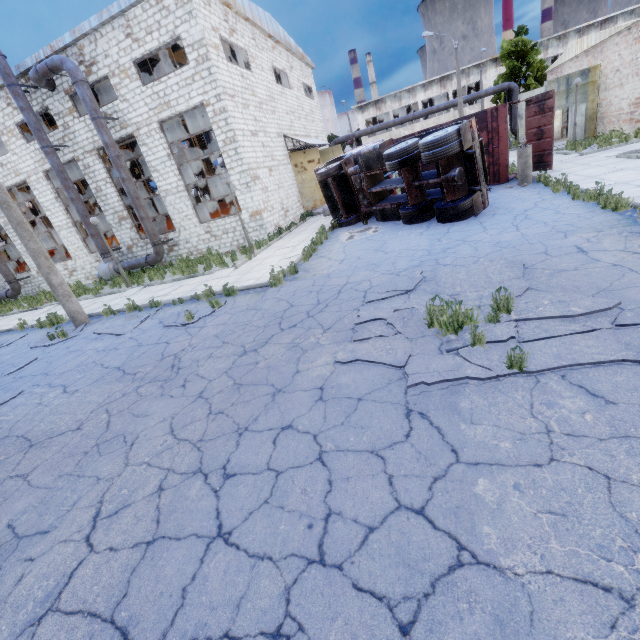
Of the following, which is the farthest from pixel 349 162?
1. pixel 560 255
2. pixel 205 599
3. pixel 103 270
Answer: pixel 103 270

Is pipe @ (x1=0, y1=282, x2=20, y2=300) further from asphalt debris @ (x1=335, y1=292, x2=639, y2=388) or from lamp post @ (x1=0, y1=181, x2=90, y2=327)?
asphalt debris @ (x1=335, y1=292, x2=639, y2=388)

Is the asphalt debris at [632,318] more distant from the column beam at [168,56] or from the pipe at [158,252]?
the column beam at [168,56]

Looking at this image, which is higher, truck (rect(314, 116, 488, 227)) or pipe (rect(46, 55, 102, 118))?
pipe (rect(46, 55, 102, 118))

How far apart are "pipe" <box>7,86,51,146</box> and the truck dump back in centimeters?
2260cm

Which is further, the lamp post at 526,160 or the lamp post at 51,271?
the lamp post at 526,160

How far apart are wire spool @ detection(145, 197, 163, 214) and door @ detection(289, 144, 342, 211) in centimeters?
1693cm

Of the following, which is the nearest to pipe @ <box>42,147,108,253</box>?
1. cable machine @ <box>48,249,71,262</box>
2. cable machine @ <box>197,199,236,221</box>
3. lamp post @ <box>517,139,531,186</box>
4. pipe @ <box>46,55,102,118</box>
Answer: pipe @ <box>46,55,102,118</box>
